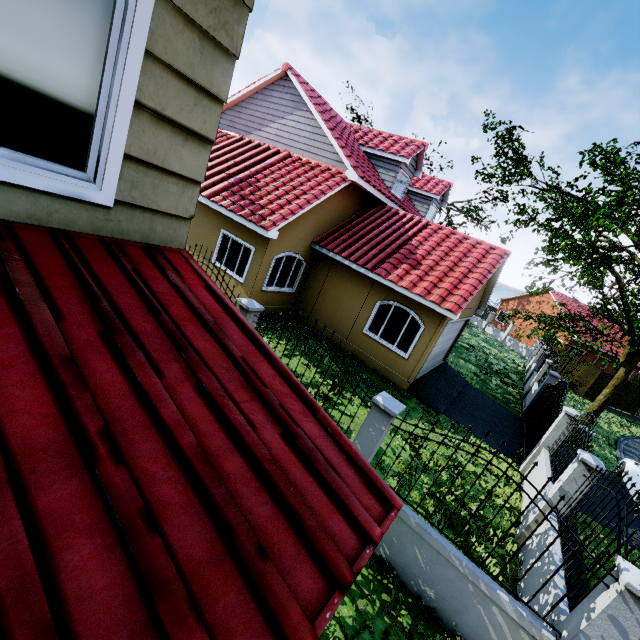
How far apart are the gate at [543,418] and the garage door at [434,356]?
4.0m

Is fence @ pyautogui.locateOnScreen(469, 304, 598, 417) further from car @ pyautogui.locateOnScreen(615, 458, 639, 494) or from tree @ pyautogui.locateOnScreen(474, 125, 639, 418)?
car @ pyautogui.locateOnScreen(615, 458, 639, 494)

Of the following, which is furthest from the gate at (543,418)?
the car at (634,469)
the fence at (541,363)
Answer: the car at (634,469)

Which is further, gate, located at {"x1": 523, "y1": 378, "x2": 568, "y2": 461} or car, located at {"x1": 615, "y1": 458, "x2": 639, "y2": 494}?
car, located at {"x1": 615, "y1": 458, "x2": 639, "y2": 494}

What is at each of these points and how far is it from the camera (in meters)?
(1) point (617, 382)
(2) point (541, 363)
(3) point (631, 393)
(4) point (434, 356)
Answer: (1) tree, 15.06
(2) fence, 20.16
(3) fence, 25.61
(4) garage door, 13.62

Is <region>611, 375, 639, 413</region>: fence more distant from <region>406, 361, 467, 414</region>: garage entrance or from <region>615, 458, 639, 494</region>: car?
<region>615, 458, 639, 494</region>: car

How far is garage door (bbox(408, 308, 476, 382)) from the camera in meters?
11.2 m

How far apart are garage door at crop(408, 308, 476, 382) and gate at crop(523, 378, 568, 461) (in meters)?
3.98
